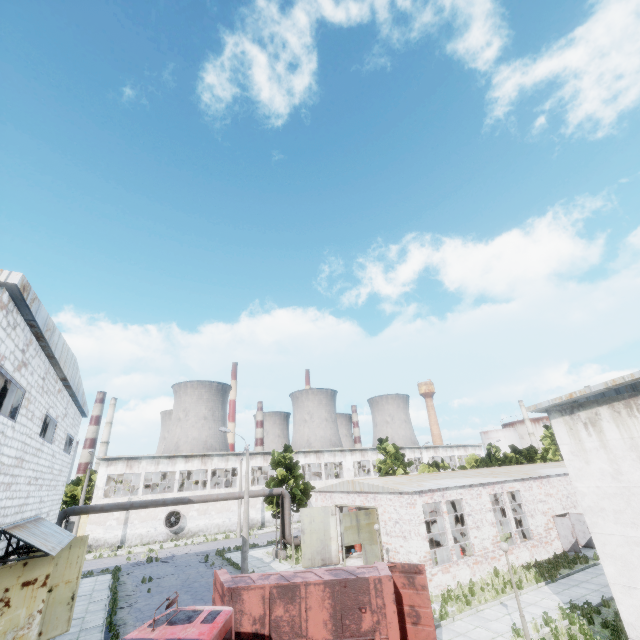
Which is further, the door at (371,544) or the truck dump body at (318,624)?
the door at (371,544)

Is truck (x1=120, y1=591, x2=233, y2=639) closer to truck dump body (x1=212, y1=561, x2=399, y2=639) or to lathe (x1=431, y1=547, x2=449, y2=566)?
truck dump body (x1=212, y1=561, x2=399, y2=639)

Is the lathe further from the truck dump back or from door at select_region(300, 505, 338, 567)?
the truck dump back

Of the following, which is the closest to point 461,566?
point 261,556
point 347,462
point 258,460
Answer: point 261,556

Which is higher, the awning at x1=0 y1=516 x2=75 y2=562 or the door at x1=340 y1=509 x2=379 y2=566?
the awning at x1=0 y1=516 x2=75 y2=562

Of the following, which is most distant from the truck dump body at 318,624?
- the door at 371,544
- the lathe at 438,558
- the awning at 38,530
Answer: the lathe at 438,558

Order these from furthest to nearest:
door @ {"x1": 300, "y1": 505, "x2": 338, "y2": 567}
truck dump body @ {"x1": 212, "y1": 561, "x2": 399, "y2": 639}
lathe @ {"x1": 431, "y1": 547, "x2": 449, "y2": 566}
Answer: door @ {"x1": 300, "y1": 505, "x2": 338, "y2": 567}, lathe @ {"x1": 431, "y1": 547, "x2": 449, "y2": 566}, truck dump body @ {"x1": 212, "y1": 561, "x2": 399, "y2": 639}

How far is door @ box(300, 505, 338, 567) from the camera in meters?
24.1 m
